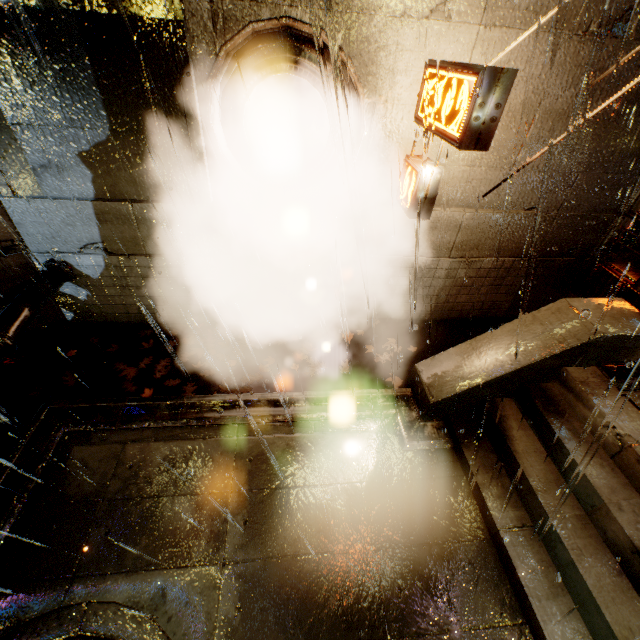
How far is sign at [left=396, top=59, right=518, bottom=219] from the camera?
3.63m

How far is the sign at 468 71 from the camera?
3.6 meters

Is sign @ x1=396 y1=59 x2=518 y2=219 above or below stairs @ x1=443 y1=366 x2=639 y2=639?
above

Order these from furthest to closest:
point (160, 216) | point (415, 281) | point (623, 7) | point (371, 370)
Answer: point (415, 281)
point (371, 370)
point (160, 216)
point (623, 7)

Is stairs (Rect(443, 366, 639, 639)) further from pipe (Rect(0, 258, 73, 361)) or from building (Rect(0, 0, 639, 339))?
pipe (Rect(0, 258, 73, 361))

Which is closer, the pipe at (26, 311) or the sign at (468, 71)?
the sign at (468, 71)

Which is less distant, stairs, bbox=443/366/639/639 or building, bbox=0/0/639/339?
stairs, bbox=443/366/639/639

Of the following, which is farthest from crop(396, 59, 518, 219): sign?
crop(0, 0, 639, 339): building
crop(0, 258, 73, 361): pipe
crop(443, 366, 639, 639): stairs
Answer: crop(0, 258, 73, 361): pipe
